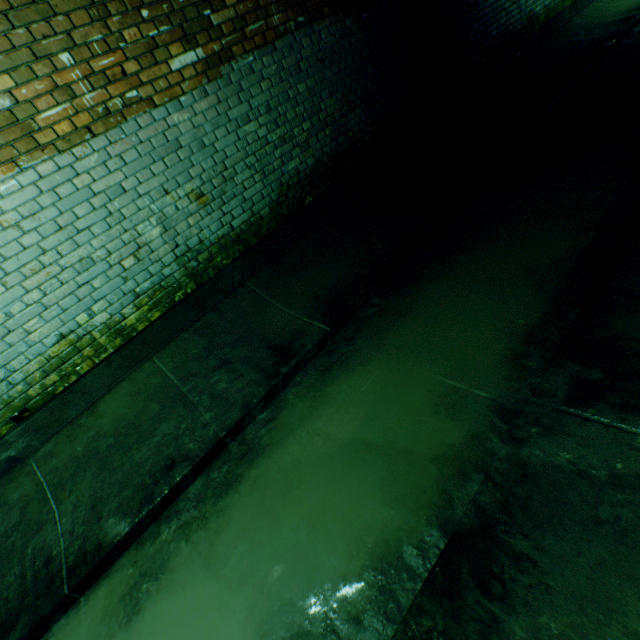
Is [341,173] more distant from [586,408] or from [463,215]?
[586,408]
